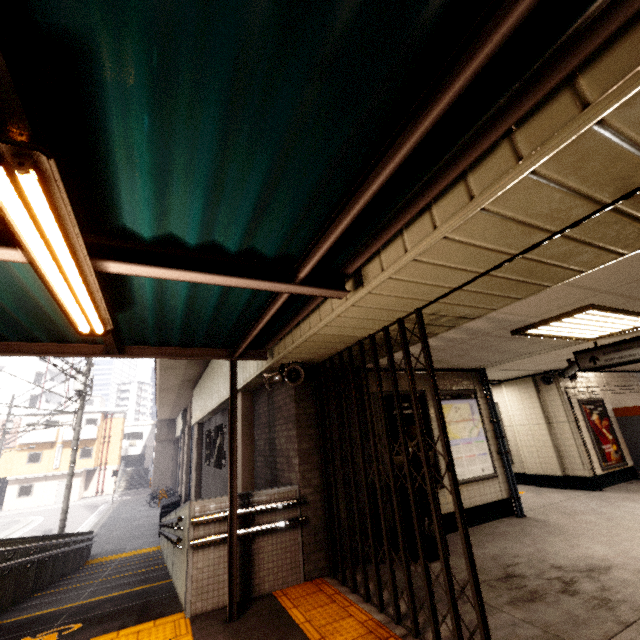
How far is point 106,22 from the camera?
1.1 meters

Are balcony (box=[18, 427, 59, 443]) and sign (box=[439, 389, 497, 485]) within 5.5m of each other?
no

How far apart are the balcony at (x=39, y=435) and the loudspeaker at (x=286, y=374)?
41.0m

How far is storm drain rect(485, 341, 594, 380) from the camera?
6.25m

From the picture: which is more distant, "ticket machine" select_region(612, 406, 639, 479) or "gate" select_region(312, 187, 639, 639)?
"ticket machine" select_region(612, 406, 639, 479)

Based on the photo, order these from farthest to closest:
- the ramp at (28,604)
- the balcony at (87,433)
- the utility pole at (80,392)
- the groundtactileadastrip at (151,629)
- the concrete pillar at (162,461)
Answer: the balcony at (87,433) → the concrete pillar at (162,461) → the utility pole at (80,392) → the ramp at (28,604) → the groundtactileadastrip at (151,629)

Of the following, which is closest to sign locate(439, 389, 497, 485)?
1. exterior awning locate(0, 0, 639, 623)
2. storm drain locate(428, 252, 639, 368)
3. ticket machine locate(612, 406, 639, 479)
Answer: storm drain locate(428, 252, 639, 368)

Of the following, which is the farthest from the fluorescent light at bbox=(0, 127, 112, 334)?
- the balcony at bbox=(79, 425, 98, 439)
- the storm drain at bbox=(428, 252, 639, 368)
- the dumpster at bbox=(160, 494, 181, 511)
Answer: the balcony at bbox=(79, 425, 98, 439)
